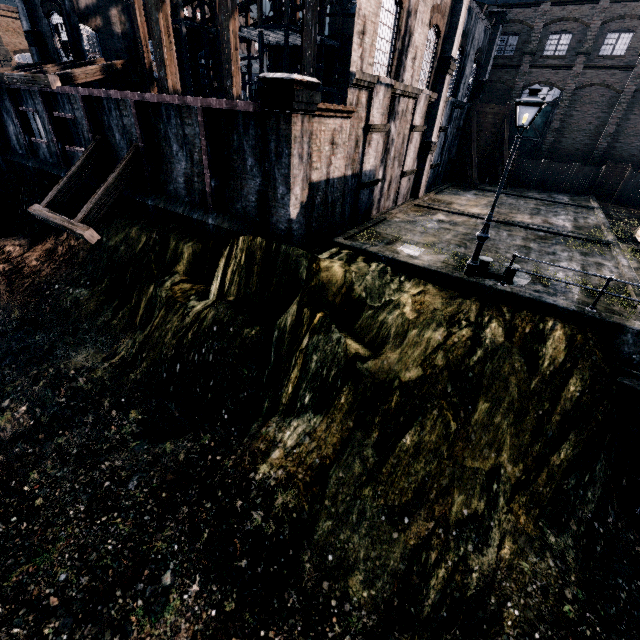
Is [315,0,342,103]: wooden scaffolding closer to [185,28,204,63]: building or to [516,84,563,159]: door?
[185,28,204,63]: building

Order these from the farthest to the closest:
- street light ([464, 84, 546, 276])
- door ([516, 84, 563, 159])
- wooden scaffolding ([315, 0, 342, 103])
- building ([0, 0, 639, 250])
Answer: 1. door ([516, 84, 563, 159])
2. wooden scaffolding ([315, 0, 342, 103])
3. building ([0, 0, 639, 250])
4. street light ([464, 84, 546, 276])

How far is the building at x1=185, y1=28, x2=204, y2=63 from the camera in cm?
3220

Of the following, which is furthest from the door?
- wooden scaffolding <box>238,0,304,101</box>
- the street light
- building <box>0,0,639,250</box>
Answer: the street light

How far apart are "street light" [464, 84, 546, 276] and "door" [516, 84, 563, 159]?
32.1m

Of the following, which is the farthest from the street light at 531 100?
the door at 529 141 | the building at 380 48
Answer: the door at 529 141

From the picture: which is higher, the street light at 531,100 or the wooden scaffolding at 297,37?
the wooden scaffolding at 297,37

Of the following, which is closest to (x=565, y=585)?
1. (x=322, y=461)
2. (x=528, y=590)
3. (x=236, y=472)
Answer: (x=528, y=590)
